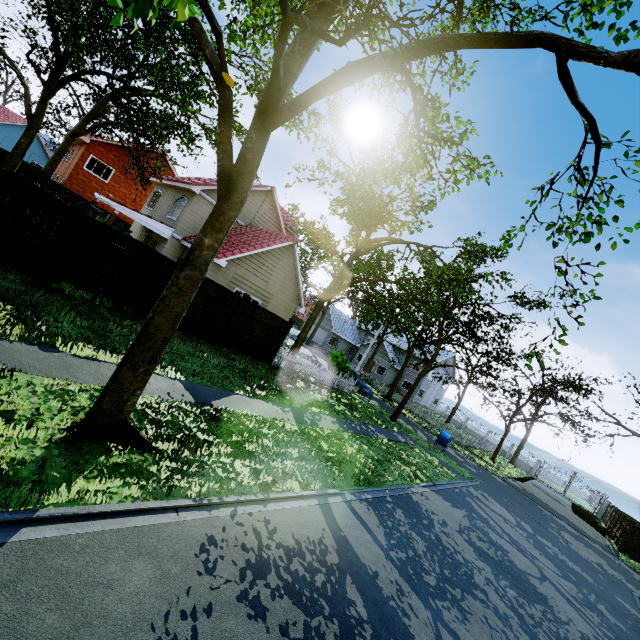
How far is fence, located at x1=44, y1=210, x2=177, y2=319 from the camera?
9.20m

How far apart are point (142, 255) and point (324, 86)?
8.38m

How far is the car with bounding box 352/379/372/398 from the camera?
24.7m

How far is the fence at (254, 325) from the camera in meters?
13.8

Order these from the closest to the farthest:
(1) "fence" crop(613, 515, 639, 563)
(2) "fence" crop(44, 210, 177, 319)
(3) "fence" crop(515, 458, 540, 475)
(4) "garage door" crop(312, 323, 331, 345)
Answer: (2) "fence" crop(44, 210, 177, 319)
(1) "fence" crop(613, 515, 639, 563)
(3) "fence" crop(515, 458, 540, 475)
(4) "garage door" crop(312, 323, 331, 345)

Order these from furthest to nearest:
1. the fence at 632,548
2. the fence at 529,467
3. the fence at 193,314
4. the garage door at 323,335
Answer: the garage door at 323,335 < the fence at 529,467 < the fence at 632,548 < the fence at 193,314

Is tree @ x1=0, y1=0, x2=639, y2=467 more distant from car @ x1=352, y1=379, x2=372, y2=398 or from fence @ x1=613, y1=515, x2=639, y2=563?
car @ x1=352, y1=379, x2=372, y2=398

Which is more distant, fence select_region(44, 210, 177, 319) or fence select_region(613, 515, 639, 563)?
fence select_region(613, 515, 639, 563)
